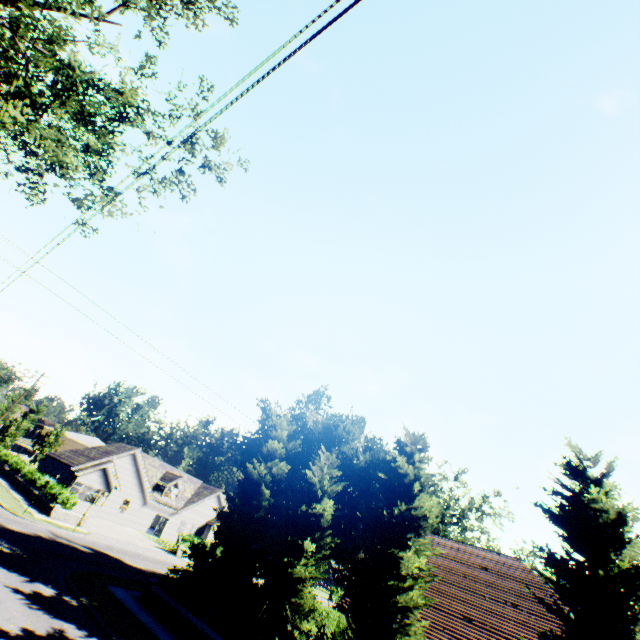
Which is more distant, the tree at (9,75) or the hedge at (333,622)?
the hedge at (333,622)

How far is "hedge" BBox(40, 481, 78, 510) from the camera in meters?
26.8 m

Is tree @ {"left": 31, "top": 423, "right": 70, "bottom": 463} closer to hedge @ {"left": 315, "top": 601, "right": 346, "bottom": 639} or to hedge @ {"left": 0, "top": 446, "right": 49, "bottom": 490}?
hedge @ {"left": 315, "top": 601, "right": 346, "bottom": 639}

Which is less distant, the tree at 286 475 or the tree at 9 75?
the tree at 9 75

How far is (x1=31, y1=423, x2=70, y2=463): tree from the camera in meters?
54.1 m

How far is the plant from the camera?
57.2m

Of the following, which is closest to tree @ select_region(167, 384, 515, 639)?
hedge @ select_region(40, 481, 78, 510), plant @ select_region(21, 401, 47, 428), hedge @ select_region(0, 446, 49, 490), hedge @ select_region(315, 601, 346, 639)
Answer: plant @ select_region(21, 401, 47, 428)

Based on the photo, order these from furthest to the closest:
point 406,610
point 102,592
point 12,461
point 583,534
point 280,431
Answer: point 12,461 → point 280,431 → point 102,592 → point 406,610 → point 583,534
